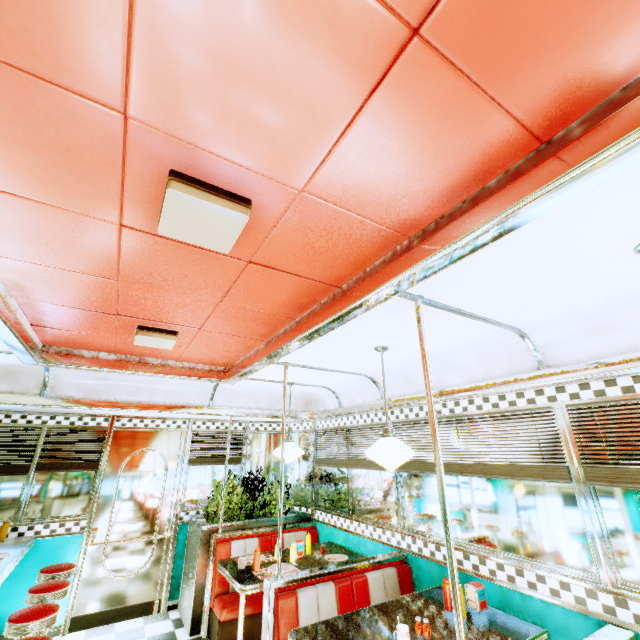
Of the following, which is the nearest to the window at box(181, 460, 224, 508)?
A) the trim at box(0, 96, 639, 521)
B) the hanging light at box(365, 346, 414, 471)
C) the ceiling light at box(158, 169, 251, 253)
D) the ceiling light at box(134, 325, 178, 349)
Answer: the trim at box(0, 96, 639, 521)

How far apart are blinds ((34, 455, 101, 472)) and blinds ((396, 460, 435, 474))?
4.3m

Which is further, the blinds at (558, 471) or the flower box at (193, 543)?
the flower box at (193, 543)

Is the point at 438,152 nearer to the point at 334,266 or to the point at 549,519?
the point at 334,266

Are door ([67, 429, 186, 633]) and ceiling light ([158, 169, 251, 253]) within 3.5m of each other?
no

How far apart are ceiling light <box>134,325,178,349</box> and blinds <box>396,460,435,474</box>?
2.81m

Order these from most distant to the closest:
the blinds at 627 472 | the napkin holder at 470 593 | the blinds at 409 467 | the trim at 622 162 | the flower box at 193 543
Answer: the flower box at 193 543, the blinds at 409 467, the napkin holder at 470 593, the blinds at 627 472, the trim at 622 162

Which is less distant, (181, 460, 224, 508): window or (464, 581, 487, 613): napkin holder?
(464, 581, 487, 613): napkin holder
